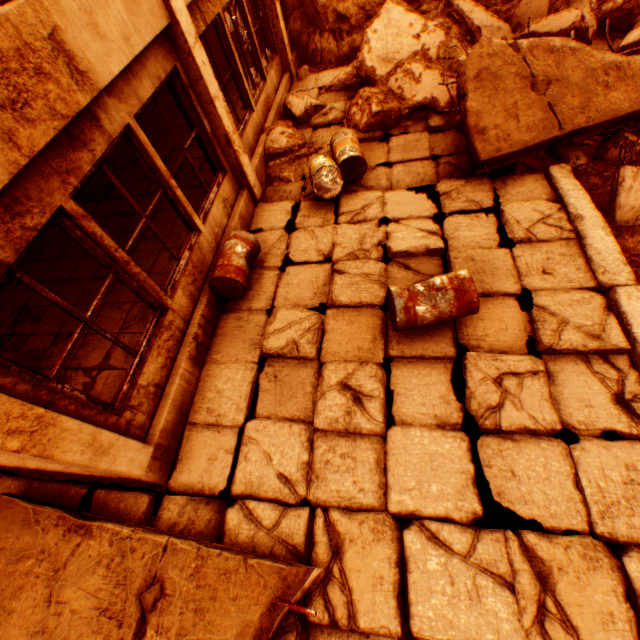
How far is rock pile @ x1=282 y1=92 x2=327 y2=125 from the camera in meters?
7.4 m

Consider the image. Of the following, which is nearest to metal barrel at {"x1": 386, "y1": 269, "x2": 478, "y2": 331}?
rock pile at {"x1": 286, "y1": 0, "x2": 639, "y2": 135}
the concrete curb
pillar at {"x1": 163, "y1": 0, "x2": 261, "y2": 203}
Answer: the concrete curb

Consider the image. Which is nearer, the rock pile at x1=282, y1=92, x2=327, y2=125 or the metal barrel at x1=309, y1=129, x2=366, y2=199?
the metal barrel at x1=309, y1=129, x2=366, y2=199

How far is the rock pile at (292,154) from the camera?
6.7 meters

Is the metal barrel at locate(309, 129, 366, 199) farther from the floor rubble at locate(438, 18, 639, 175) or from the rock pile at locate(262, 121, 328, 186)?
the floor rubble at locate(438, 18, 639, 175)

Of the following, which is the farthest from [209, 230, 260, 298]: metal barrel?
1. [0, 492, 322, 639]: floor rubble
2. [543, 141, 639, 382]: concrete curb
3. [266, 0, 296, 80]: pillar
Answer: [266, 0, 296, 80]: pillar

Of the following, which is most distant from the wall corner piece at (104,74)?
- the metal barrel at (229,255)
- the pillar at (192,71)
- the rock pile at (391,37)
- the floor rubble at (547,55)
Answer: the floor rubble at (547,55)

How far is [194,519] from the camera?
3.48m
